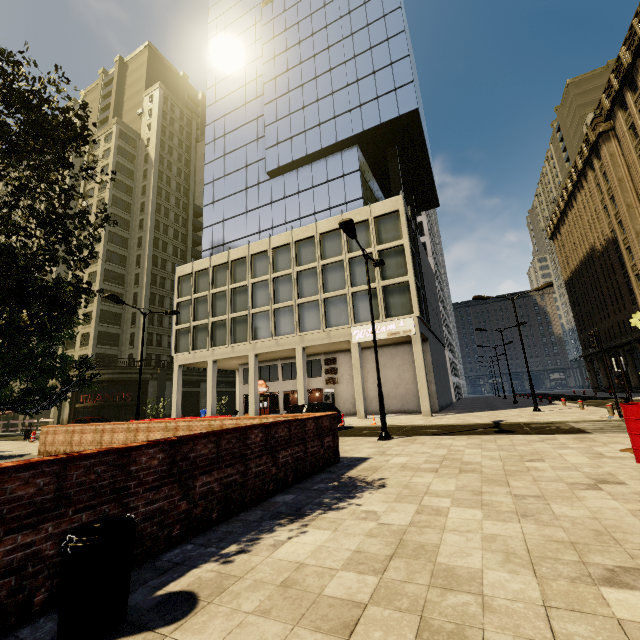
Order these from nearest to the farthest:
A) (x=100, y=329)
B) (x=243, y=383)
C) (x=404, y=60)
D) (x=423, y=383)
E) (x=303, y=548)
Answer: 1. (x=303, y=548)
2. (x=423, y=383)
3. (x=404, y=60)
4. (x=243, y=383)
5. (x=100, y=329)

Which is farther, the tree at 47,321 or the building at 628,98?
the building at 628,98

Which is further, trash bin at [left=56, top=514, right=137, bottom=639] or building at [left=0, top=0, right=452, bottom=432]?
building at [left=0, top=0, right=452, bottom=432]

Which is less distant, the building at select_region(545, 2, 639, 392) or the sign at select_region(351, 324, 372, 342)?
the sign at select_region(351, 324, 372, 342)

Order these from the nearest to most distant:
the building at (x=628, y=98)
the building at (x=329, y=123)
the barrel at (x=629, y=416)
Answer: the barrel at (x=629, y=416)
the building at (x=329, y=123)
the building at (x=628, y=98)

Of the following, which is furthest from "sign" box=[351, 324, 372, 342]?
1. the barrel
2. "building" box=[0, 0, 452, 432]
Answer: the barrel

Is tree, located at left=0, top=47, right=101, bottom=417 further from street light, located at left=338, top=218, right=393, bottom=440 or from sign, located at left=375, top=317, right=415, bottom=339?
sign, located at left=375, top=317, right=415, bottom=339

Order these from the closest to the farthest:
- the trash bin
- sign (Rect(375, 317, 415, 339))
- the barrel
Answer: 1. the trash bin
2. the barrel
3. sign (Rect(375, 317, 415, 339))
